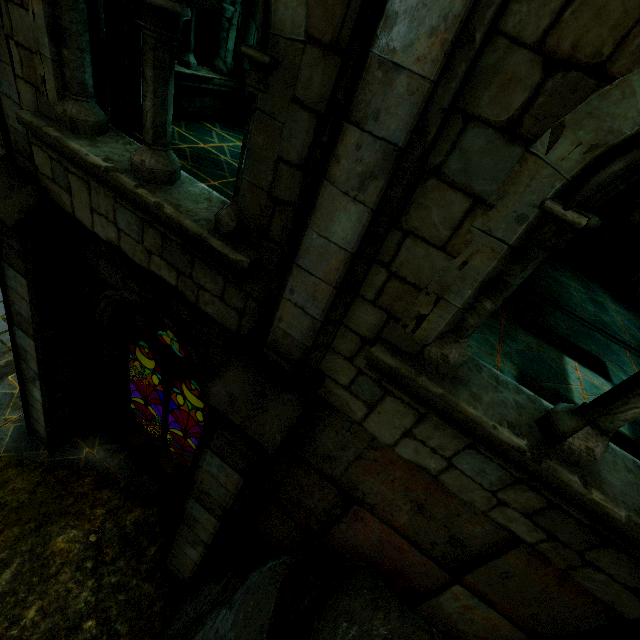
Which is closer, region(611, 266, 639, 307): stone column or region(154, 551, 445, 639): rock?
region(154, 551, 445, 639): rock

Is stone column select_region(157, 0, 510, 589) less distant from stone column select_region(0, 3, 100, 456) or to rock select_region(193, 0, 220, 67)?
stone column select_region(0, 3, 100, 456)

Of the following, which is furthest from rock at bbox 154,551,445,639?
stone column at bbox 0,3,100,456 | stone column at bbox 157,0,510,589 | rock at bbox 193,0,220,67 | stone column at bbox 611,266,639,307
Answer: rock at bbox 193,0,220,67

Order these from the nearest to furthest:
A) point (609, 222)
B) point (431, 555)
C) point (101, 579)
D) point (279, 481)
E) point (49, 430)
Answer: point (431, 555), point (279, 481), point (101, 579), point (49, 430), point (609, 222)

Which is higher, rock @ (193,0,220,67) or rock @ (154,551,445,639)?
rock @ (193,0,220,67)

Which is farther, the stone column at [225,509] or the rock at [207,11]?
the rock at [207,11]

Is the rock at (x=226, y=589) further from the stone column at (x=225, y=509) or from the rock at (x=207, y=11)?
the rock at (x=207, y=11)

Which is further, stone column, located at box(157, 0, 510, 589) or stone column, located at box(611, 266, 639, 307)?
stone column, located at box(611, 266, 639, 307)
